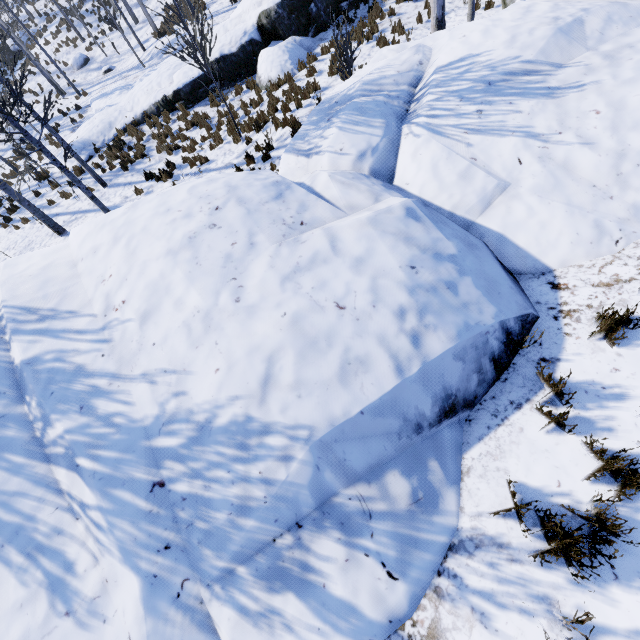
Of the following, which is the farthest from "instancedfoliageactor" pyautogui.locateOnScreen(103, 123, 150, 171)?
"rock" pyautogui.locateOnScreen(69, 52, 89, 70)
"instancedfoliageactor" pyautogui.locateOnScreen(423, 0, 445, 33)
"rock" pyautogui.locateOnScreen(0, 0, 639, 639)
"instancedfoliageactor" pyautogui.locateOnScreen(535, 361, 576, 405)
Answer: "instancedfoliageactor" pyautogui.locateOnScreen(535, 361, 576, 405)

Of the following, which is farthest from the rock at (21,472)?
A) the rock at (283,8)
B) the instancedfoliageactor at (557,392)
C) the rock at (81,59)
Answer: the rock at (81,59)

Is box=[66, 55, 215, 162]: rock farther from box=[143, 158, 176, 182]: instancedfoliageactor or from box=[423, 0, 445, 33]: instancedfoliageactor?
box=[423, 0, 445, 33]: instancedfoliageactor

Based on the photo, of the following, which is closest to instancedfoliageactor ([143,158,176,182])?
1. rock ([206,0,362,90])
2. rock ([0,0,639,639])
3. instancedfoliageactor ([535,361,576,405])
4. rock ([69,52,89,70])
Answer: rock ([0,0,639,639])

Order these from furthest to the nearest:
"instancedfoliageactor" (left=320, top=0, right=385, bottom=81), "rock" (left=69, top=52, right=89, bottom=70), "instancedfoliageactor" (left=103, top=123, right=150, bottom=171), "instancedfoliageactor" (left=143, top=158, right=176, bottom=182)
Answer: "rock" (left=69, top=52, right=89, bottom=70) < "instancedfoliageactor" (left=103, top=123, right=150, bottom=171) < "instancedfoliageactor" (left=143, top=158, right=176, bottom=182) < "instancedfoliageactor" (left=320, top=0, right=385, bottom=81)

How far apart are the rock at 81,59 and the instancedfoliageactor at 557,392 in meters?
34.4

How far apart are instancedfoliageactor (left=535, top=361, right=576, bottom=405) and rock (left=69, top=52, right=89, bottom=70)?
34.4m

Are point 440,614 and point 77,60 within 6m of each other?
no
